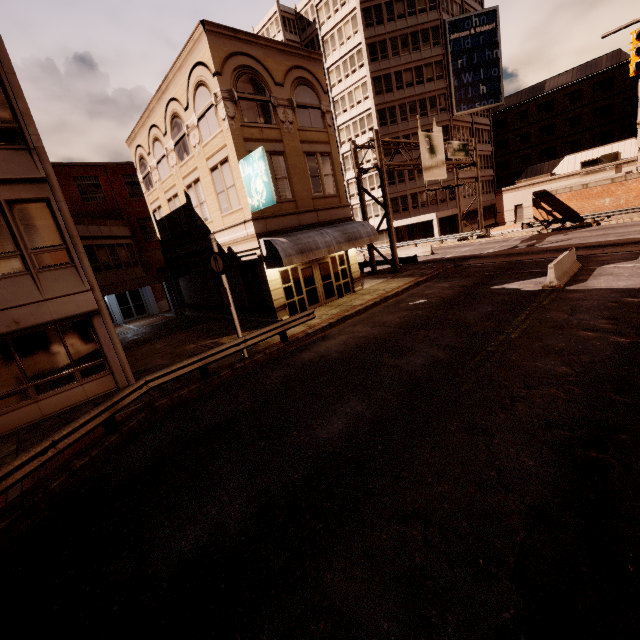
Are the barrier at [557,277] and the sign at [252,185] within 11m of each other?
no

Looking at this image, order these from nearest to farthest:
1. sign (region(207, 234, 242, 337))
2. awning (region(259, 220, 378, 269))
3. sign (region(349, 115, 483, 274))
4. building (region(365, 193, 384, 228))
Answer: sign (region(207, 234, 242, 337)), awning (region(259, 220, 378, 269)), sign (region(349, 115, 483, 274)), building (region(365, 193, 384, 228))

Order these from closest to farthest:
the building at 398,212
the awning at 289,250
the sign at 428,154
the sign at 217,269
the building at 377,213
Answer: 1. the sign at 217,269
2. the awning at 289,250
3. the sign at 428,154
4. the building at 398,212
5. the building at 377,213

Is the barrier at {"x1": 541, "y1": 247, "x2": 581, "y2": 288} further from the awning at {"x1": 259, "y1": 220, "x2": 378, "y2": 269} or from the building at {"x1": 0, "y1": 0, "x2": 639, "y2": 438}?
the building at {"x1": 0, "y1": 0, "x2": 639, "y2": 438}

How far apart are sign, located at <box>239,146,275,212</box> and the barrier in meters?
11.7 m

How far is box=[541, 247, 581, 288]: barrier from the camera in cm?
1318

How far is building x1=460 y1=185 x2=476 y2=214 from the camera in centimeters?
4574cm

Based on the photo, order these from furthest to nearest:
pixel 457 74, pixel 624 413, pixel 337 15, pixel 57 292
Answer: pixel 337 15 → pixel 457 74 → pixel 57 292 → pixel 624 413
